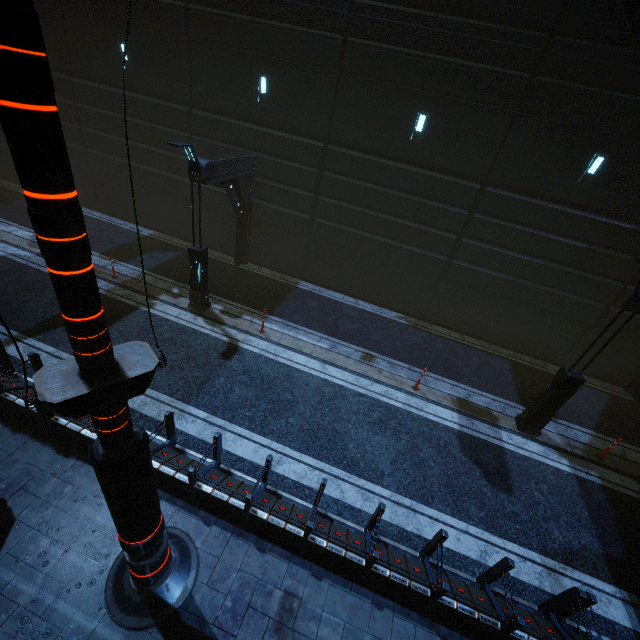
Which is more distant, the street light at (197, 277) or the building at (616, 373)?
the building at (616, 373)

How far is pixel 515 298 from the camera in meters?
12.8

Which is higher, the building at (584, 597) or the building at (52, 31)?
the building at (52, 31)

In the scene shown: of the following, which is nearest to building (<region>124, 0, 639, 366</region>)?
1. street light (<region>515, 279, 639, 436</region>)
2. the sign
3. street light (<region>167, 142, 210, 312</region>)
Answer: the sign

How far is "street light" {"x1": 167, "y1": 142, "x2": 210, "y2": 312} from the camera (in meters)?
9.00

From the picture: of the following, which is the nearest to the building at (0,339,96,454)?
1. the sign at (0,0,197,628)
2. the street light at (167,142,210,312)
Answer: the sign at (0,0,197,628)

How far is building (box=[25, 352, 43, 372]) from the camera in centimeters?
740cm

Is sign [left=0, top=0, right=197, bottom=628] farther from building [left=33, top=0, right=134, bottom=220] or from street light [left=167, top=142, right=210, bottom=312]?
street light [left=167, top=142, right=210, bottom=312]
